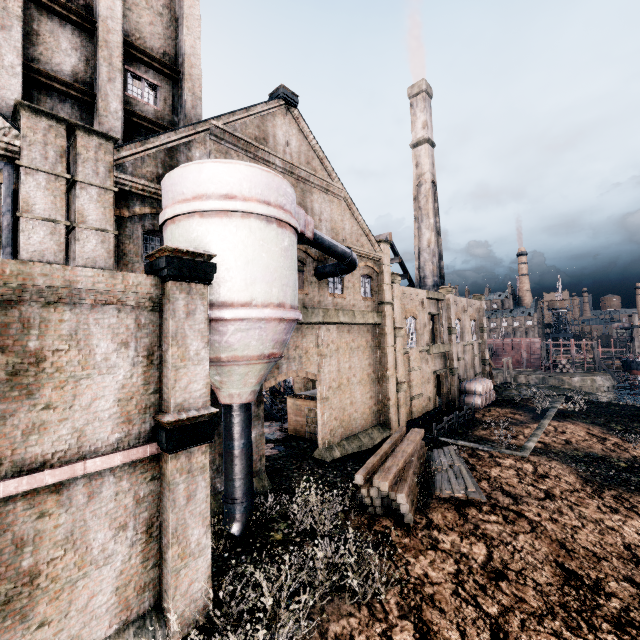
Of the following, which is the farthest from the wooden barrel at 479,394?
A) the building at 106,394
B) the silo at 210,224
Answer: the silo at 210,224

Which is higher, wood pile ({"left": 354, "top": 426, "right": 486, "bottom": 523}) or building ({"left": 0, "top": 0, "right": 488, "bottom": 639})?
building ({"left": 0, "top": 0, "right": 488, "bottom": 639})

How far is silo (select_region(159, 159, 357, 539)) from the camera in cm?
1017

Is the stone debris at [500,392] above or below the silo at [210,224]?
below

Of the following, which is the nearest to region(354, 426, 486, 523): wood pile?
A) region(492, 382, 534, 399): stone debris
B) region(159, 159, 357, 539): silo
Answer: region(159, 159, 357, 539): silo

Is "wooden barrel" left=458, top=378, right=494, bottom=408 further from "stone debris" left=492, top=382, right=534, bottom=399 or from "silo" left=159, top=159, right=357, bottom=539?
"silo" left=159, top=159, right=357, bottom=539

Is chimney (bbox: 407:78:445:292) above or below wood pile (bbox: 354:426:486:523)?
above

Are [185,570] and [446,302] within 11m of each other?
no
